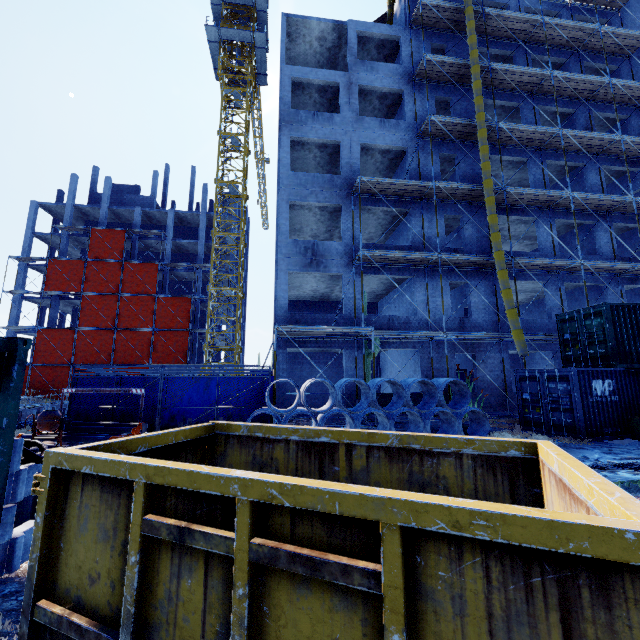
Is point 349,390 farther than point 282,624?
Yes

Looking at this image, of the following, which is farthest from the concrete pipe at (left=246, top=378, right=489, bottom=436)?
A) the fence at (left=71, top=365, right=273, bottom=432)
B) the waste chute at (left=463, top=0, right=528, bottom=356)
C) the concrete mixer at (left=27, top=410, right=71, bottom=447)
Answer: the concrete mixer at (left=27, top=410, right=71, bottom=447)

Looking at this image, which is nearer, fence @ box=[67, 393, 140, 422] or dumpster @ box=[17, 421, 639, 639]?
dumpster @ box=[17, 421, 639, 639]

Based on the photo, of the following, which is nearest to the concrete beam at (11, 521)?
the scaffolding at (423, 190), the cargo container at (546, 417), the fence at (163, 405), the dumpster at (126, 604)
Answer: the dumpster at (126, 604)

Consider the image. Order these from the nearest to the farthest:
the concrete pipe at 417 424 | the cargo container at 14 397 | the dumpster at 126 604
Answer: the dumpster at 126 604 → the cargo container at 14 397 → the concrete pipe at 417 424

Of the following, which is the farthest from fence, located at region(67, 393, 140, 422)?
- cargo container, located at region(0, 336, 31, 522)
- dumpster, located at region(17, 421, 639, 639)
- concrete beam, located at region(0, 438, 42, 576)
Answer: cargo container, located at region(0, 336, 31, 522)

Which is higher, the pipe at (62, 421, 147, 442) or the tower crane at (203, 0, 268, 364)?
the tower crane at (203, 0, 268, 364)

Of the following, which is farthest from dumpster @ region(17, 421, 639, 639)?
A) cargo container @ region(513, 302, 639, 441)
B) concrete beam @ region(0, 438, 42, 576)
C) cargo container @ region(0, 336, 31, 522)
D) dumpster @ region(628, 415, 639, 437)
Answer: dumpster @ region(628, 415, 639, 437)
